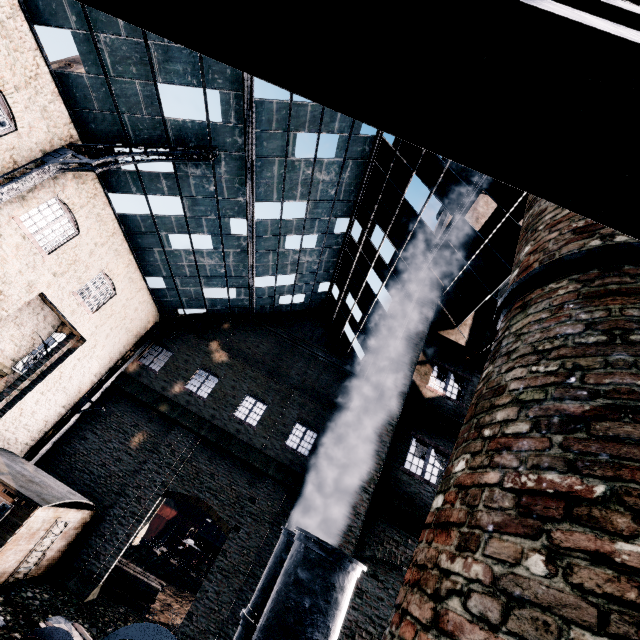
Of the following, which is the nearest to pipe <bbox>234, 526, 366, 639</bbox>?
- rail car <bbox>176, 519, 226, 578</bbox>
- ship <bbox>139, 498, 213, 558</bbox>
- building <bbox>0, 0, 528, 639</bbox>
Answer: building <bbox>0, 0, 528, 639</bbox>

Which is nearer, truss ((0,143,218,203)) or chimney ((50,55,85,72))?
truss ((0,143,218,203))

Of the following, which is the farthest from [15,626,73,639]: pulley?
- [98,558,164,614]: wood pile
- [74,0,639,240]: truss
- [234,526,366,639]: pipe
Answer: [98,558,164,614]: wood pile

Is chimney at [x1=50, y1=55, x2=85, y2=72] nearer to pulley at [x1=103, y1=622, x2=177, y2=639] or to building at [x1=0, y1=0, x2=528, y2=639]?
building at [x1=0, y1=0, x2=528, y2=639]

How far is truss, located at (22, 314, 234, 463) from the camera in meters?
17.8 m

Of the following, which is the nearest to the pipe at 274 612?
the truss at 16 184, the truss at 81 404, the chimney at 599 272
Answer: the chimney at 599 272

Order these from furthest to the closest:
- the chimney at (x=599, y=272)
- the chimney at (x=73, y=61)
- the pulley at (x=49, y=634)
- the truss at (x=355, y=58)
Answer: the chimney at (x=73, y=61) → the pulley at (x=49, y=634) → the chimney at (x=599, y=272) → the truss at (x=355, y=58)

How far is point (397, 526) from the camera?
9.2 meters
